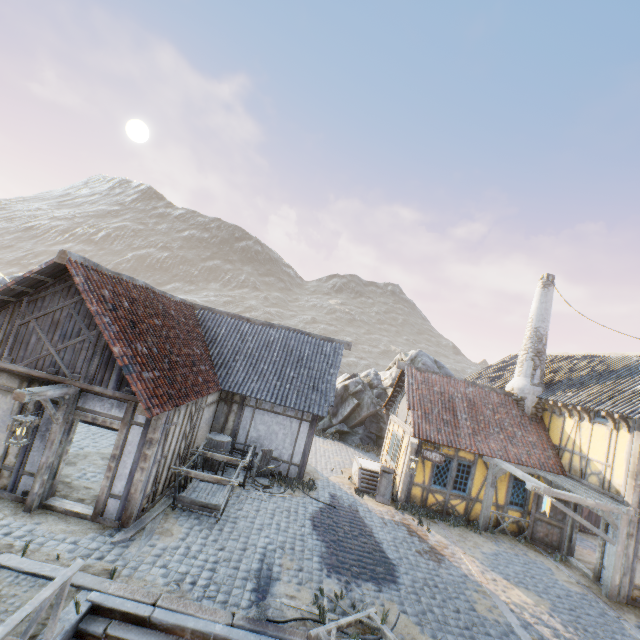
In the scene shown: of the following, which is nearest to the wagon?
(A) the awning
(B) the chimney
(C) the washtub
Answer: (C) the washtub

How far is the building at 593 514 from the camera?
11.1m

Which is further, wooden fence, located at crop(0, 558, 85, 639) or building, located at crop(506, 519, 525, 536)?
building, located at crop(506, 519, 525, 536)

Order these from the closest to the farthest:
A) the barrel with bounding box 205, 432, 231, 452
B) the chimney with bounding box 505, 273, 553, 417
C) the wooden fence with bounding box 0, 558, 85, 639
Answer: the wooden fence with bounding box 0, 558, 85, 639 < the barrel with bounding box 205, 432, 231, 452 < the chimney with bounding box 505, 273, 553, 417

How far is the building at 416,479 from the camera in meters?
13.3

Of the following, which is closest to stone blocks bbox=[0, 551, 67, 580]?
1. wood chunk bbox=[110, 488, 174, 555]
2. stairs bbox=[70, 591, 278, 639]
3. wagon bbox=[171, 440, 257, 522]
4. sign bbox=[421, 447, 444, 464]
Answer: stairs bbox=[70, 591, 278, 639]

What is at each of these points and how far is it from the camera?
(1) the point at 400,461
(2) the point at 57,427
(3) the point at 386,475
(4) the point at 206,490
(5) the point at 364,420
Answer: (1) building, 14.23m
(2) wooden structure, 7.61m
(3) washtub, 14.45m
(4) wagon, 10.24m
(5) rock, 22.39m

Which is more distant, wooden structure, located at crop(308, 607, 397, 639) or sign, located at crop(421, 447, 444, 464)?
sign, located at crop(421, 447, 444, 464)
